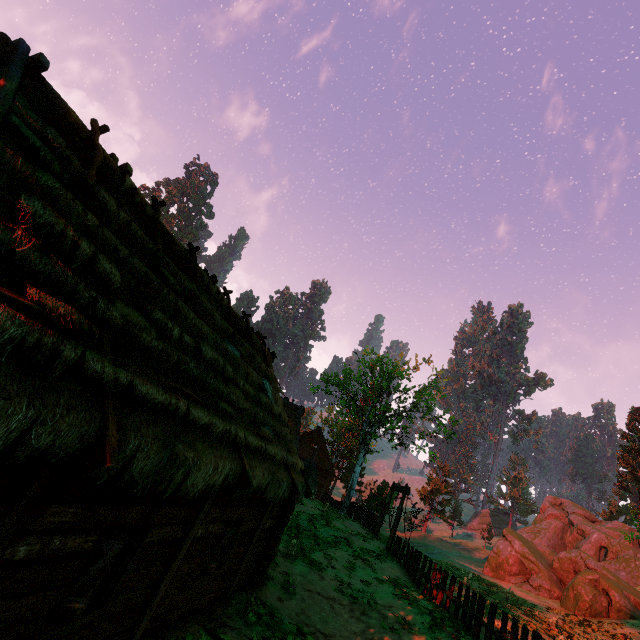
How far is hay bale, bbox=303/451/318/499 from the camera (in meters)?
30.16

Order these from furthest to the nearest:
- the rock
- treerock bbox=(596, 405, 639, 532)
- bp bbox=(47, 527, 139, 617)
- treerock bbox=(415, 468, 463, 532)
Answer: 1. treerock bbox=(415, 468, 463, 532)
2. treerock bbox=(596, 405, 639, 532)
3. the rock
4. bp bbox=(47, 527, 139, 617)

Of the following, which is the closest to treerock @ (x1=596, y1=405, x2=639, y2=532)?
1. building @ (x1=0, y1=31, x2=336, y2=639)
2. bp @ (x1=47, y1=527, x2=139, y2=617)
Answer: building @ (x1=0, y1=31, x2=336, y2=639)

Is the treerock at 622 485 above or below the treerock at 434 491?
above

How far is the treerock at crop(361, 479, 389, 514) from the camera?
28.8 meters

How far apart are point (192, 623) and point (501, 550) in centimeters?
3861cm

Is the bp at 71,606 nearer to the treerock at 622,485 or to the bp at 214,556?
the bp at 214,556

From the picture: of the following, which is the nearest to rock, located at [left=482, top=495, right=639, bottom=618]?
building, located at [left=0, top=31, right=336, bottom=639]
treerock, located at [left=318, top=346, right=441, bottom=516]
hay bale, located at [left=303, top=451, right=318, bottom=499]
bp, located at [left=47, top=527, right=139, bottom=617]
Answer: treerock, located at [left=318, top=346, right=441, bottom=516]
